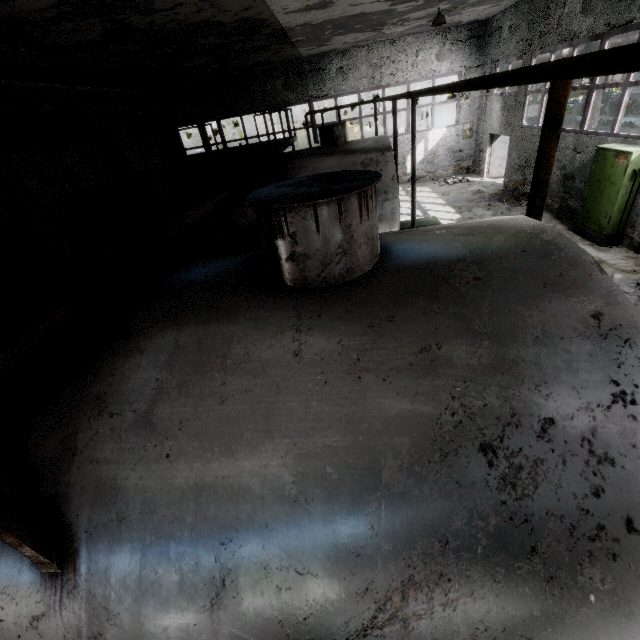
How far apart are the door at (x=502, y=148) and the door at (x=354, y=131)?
25.0 meters

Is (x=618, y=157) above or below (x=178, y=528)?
below

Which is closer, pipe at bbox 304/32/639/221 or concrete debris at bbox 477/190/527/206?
pipe at bbox 304/32/639/221

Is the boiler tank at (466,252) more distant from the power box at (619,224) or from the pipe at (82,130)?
the pipe at (82,130)

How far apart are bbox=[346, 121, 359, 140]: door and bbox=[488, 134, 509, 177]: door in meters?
25.0 m

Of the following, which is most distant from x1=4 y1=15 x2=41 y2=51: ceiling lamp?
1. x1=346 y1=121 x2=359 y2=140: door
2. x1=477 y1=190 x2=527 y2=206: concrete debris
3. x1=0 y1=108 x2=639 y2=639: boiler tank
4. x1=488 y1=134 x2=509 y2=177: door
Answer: x1=346 y1=121 x2=359 y2=140: door

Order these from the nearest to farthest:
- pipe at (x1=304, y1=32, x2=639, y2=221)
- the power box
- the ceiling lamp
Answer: pipe at (x1=304, y1=32, x2=639, y2=221)
the ceiling lamp
the power box

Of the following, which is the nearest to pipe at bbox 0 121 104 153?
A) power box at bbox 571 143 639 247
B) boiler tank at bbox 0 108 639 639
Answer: power box at bbox 571 143 639 247
